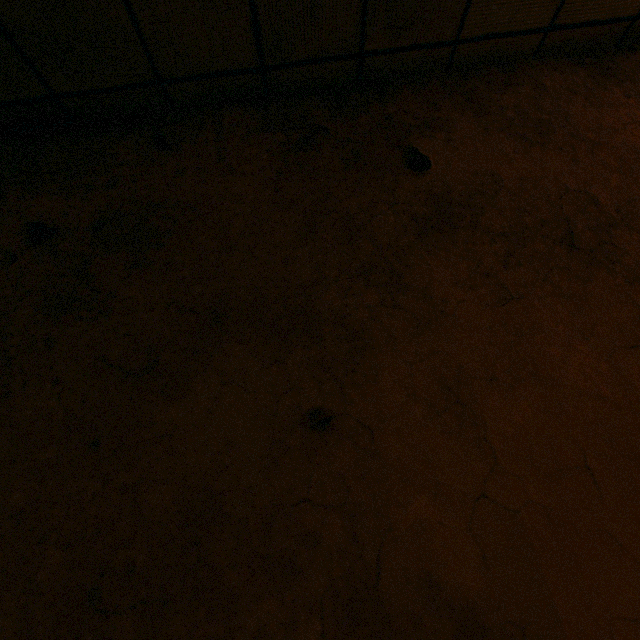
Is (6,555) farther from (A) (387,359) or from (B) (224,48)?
(B) (224,48)
